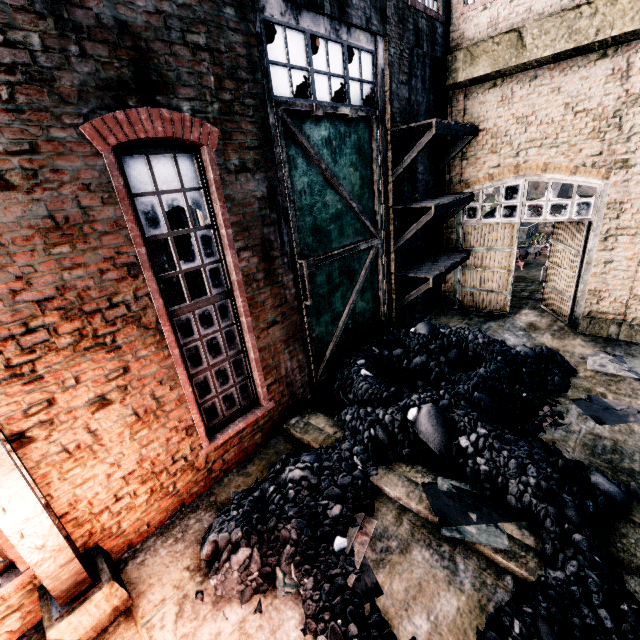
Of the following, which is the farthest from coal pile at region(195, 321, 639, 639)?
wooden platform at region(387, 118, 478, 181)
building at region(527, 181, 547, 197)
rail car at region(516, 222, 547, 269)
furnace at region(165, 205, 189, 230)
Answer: building at region(527, 181, 547, 197)

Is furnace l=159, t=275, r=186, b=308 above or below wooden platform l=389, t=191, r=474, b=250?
below

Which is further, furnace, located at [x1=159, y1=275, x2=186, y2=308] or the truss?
furnace, located at [x1=159, y1=275, x2=186, y2=308]

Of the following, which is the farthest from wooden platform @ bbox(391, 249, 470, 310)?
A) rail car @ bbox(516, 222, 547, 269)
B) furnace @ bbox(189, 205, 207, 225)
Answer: rail car @ bbox(516, 222, 547, 269)

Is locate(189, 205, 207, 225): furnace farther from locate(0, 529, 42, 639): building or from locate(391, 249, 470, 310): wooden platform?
locate(391, 249, 470, 310): wooden platform

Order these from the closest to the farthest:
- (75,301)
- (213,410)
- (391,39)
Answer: (75,301)
(213,410)
(391,39)

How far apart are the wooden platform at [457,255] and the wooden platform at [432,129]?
2.8m

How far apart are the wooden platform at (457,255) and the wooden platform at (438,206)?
0.6m
